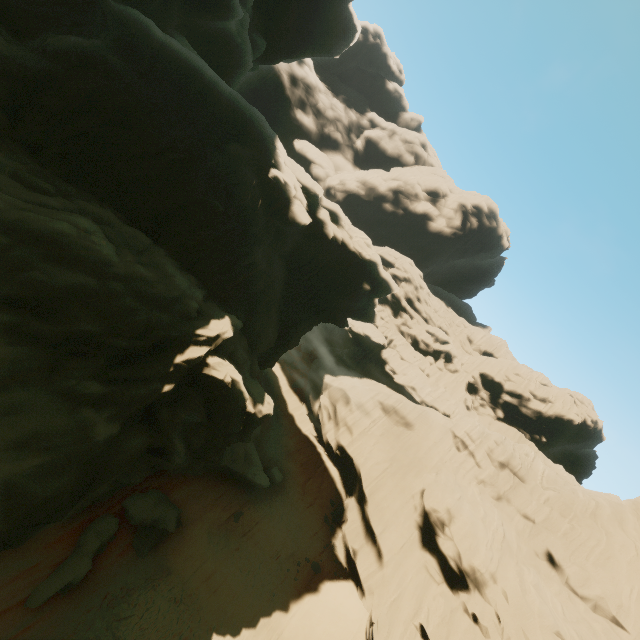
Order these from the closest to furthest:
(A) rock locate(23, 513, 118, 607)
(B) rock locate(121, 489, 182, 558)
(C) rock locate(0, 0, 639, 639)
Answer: (C) rock locate(0, 0, 639, 639)
(A) rock locate(23, 513, 118, 607)
(B) rock locate(121, 489, 182, 558)

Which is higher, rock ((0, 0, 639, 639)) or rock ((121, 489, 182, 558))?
rock ((0, 0, 639, 639))

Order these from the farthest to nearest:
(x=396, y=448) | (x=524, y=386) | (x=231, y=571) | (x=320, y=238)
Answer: (x=524, y=386), (x=396, y=448), (x=320, y=238), (x=231, y=571)

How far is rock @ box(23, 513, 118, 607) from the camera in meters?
12.8 m

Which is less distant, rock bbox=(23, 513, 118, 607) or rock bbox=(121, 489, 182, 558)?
rock bbox=(23, 513, 118, 607)

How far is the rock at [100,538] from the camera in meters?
12.8

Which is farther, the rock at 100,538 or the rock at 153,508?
the rock at 153,508
